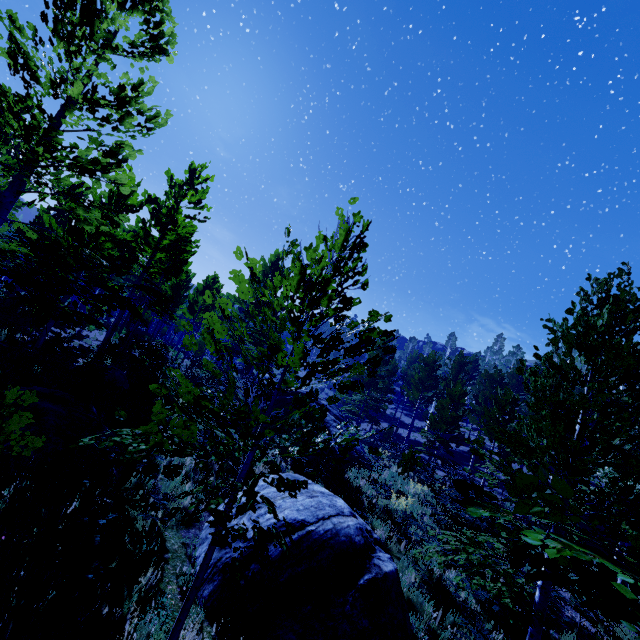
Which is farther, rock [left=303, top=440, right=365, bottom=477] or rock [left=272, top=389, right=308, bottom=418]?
rock [left=272, top=389, right=308, bottom=418]

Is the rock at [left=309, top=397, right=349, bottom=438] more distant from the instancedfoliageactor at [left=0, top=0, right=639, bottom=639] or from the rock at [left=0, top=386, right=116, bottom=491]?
the rock at [left=0, top=386, right=116, bottom=491]

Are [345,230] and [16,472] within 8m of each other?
yes

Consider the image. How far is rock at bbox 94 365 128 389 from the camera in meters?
11.6

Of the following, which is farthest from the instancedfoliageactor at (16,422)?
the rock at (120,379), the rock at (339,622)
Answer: the rock at (120,379)

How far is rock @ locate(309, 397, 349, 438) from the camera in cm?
1536

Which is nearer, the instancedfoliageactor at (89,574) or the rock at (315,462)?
the instancedfoliageactor at (89,574)

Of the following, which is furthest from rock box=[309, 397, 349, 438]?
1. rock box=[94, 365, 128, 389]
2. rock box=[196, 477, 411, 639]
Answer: rock box=[94, 365, 128, 389]
